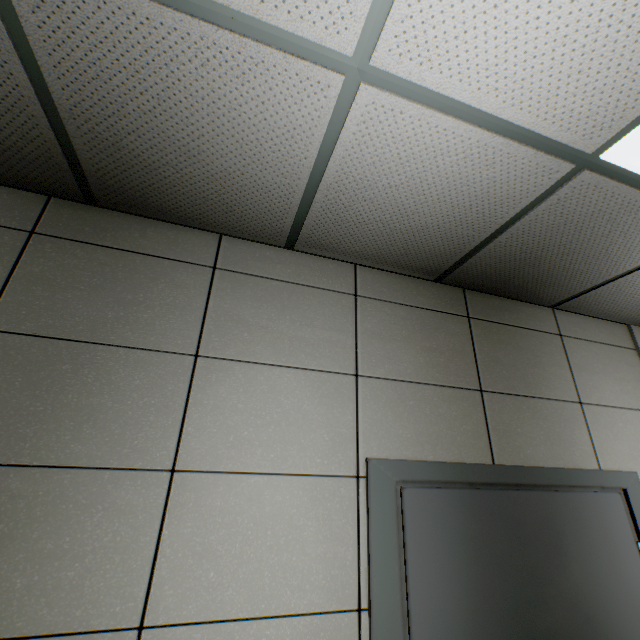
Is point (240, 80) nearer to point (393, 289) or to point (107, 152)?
point (107, 152)
